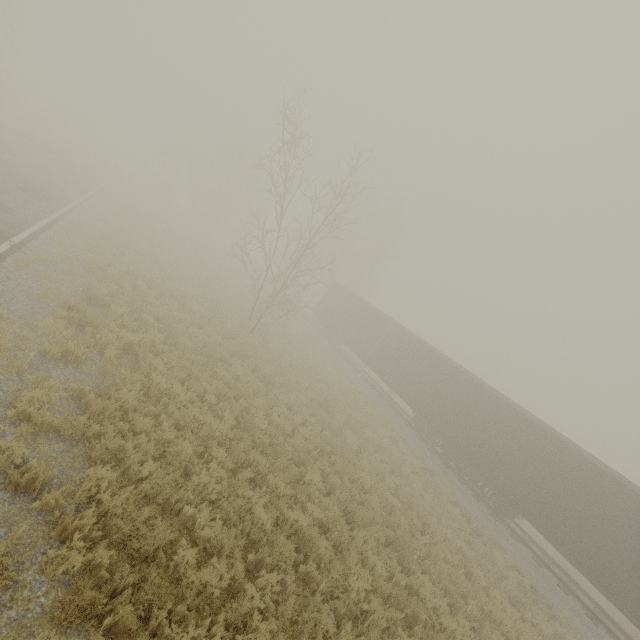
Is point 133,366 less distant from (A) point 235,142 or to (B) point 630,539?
(B) point 630,539
